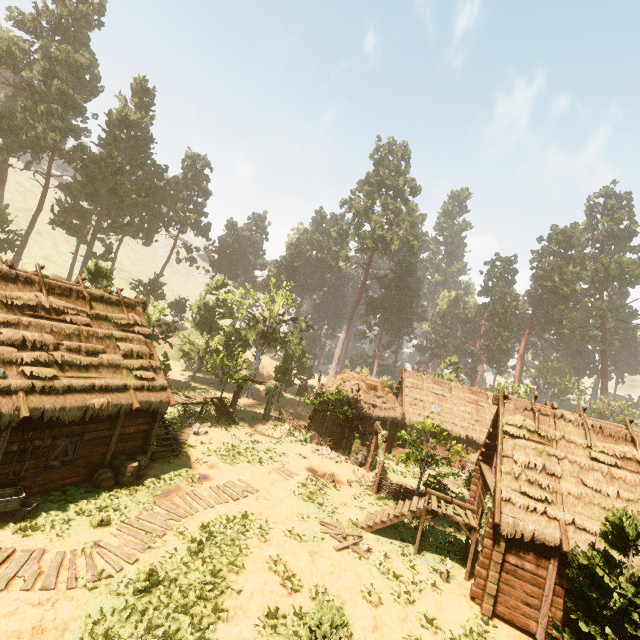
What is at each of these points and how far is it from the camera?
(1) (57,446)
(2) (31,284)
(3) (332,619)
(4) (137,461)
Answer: (1) bp, 12.1m
(2) building, 13.2m
(3) treerock, 6.3m
(4) barrel, 14.5m

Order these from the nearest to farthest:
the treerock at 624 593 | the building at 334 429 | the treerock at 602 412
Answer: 1. the treerock at 624 593
2. the building at 334 429
3. the treerock at 602 412

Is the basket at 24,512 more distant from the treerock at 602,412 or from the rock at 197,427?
the rock at 197,427

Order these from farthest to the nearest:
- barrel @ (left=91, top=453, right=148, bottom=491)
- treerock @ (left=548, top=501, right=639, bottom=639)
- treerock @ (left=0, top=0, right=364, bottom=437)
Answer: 1. treerock @ (left=0, top=0, right=364, bottom=437)
2. barrel @ (left=91, top=453, right=148, bottom=491)
3. treerock @ (left=548, top=501, right=639, bottom=639)

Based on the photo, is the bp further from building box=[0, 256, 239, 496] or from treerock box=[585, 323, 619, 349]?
treerock box=[585, 323, 619, 349]

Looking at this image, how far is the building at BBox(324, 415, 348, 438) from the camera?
27.6 meters

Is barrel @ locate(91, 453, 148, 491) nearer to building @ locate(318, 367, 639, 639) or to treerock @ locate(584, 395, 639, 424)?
Answer: building @ locate(318, 367, 639, 639)

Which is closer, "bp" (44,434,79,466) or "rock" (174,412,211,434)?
"bp" (44,434,79,466)
